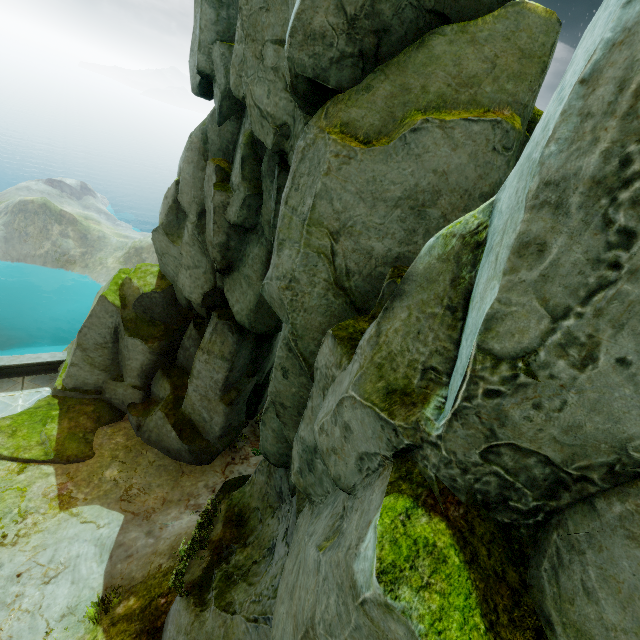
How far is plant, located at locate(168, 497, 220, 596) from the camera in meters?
7.7 m

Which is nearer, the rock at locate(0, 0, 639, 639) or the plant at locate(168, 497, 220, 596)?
the rock at locate(0, 0, 639, 639)

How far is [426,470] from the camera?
2.12m

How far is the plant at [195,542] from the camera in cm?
770

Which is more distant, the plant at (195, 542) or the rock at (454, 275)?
the plant at (195, 542)
